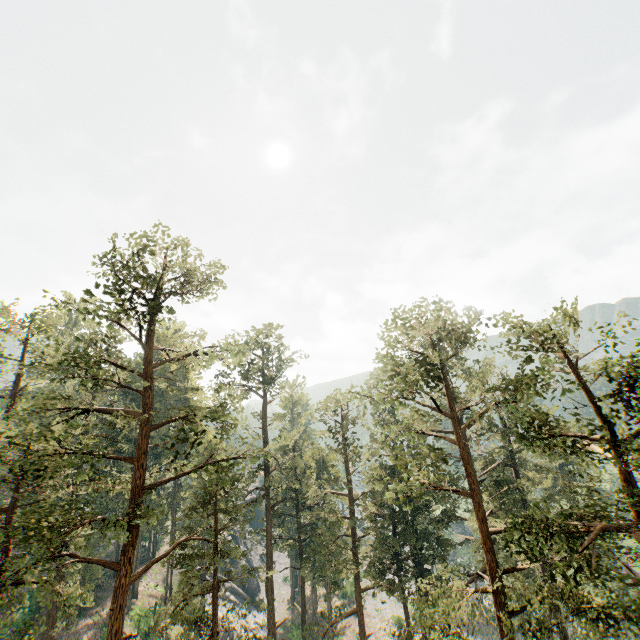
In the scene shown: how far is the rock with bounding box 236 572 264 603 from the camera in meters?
48.7

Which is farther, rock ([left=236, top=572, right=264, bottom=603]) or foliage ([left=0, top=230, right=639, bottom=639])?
rock ([left=236, top=572, right=264, bottom=603])

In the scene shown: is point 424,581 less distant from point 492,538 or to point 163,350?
point 492,538

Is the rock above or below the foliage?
below

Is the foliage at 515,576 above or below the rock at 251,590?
above

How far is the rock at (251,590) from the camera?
48.7m
